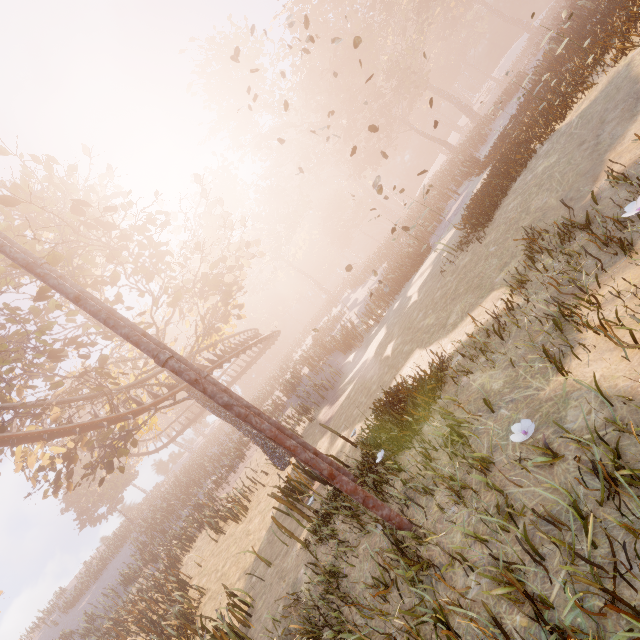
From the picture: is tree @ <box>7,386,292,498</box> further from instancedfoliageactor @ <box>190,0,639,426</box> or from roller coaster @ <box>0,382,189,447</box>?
instancedfoliageactor @ <box>190,0,639,426</box>

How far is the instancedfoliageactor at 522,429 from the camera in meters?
2.8

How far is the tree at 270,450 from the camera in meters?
12.8 m

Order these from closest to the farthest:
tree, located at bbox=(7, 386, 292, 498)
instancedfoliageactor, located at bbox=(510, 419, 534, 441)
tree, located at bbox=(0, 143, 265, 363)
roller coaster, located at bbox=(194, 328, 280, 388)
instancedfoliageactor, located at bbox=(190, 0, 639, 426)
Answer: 1. instancedfoliageactor, located at bbox=(510, 419, 534, 441)
2. instancedfoliageactor, located at bbox=(190, 0, 639, 426)
3. tree, located at bbox=(0, 143, 265, 363)
4. tree, located at bbox=(7, 386, 292, 498)
5. roller coaster, located at bbox=(194, 328, 280, 388)

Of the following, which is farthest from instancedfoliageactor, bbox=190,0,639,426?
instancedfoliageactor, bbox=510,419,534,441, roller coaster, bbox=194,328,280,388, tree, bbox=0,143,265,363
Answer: roller coaster, bbox=194,328,280,388

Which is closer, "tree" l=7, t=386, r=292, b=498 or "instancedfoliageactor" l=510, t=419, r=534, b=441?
"instancedfoliageactor" l=510, t=419, r=534, b=441

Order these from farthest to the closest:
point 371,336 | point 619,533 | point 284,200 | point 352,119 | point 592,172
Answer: point 284,200 → point 352,119 → point 371,336 → point 592,172 → point 619,533

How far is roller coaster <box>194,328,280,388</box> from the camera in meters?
19.3
